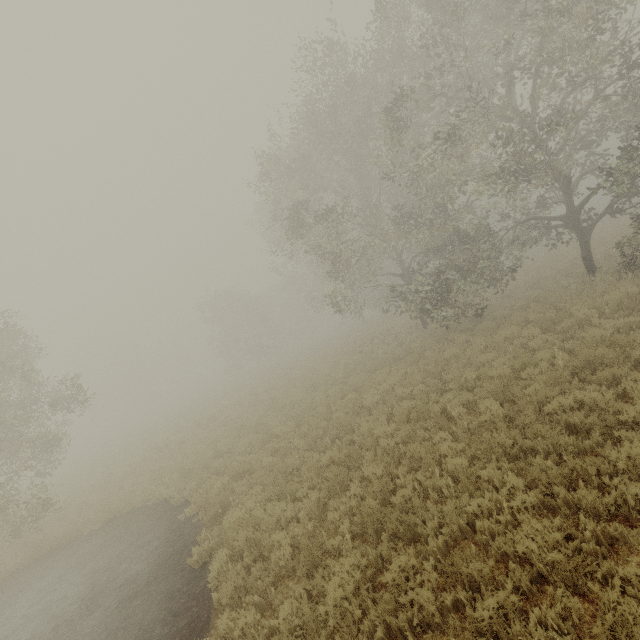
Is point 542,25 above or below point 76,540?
above
